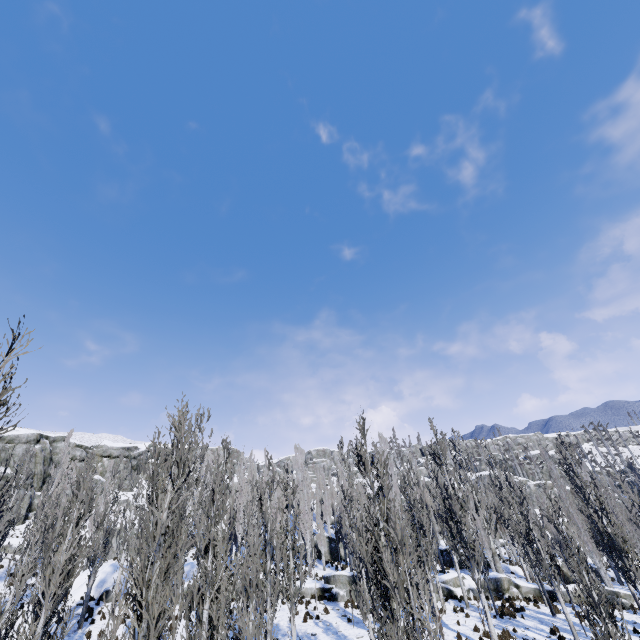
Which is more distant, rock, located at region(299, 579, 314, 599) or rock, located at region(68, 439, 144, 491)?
rock, located at region(68, 439, 144, 491)

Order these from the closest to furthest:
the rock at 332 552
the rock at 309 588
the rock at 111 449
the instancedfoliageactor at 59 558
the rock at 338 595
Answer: the instancedfoliageactor at 59 558, the rock at 338 595, the rock at 309 588, the rock at 332 552, the rock at 111 449

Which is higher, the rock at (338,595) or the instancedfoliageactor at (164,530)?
the instancedfoliageactor at (164,530)

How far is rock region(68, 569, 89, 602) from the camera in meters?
24.3 m

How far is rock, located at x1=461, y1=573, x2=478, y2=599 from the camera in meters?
24.0 m

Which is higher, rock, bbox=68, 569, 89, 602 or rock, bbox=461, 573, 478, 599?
rock, bbox=68, 569, 89, 602

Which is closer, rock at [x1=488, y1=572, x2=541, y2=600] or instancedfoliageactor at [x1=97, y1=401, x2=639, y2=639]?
instancedfoliageactor at [x1=97, y1=401, x2=639, y2=639]

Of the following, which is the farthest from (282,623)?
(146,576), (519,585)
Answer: (146,576)
